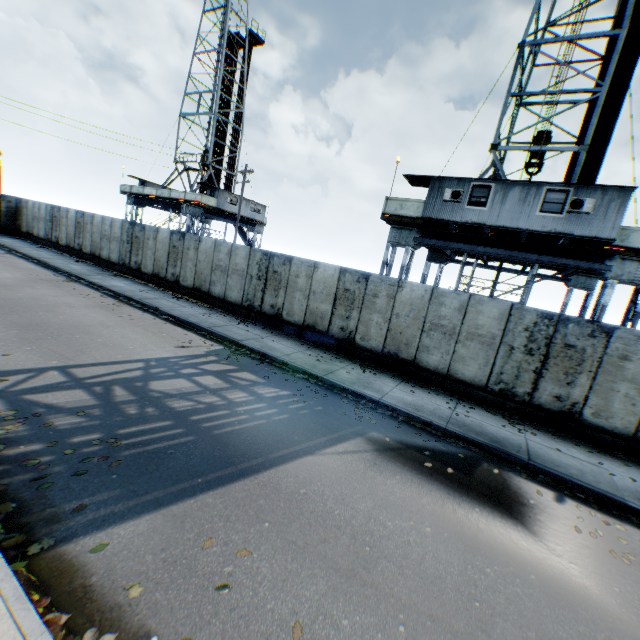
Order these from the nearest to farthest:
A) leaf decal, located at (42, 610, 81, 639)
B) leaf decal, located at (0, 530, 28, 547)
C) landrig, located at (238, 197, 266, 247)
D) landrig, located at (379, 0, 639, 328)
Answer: leaf decal, located at (42, 610, 81, 639), leaf decal, located at (0, 530, 28, 547), landrig, located at (379, 0, 639, 328), landrig, located at (238, 197, 266, 247)

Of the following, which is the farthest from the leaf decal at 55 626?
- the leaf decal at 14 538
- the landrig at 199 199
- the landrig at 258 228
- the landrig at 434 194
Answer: the landrig at 199 199

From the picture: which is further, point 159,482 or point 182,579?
point 159,482

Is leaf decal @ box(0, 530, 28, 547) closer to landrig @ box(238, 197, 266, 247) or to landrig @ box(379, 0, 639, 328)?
landrig @ box(379, 0, 639, 328)

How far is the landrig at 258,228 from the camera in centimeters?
3391cm

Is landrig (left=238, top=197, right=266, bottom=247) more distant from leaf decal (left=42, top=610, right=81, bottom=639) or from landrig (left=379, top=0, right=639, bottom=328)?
leaf decal (left=42, top=610, right=81, bottom=639)

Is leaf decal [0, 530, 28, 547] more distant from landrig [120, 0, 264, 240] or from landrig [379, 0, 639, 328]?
landrig [120, 0, 264, 240]

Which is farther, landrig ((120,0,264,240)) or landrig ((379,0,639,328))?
landrig ((120,0,264,240))
